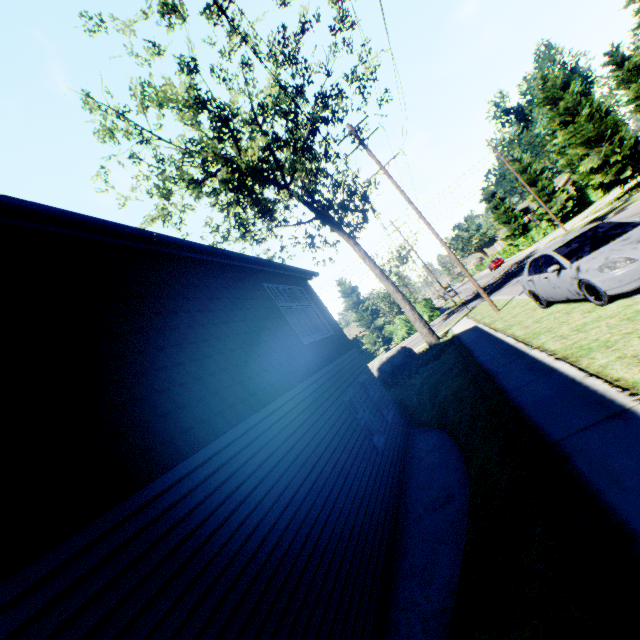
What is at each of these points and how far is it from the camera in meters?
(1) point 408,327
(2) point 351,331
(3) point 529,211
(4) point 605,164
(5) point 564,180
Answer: (1) hedge, 36.6 m
(2) house, 56.0 m
(3) house, 53.0 m
(4) tree, 26.0 m
(5) house, 51.5 m

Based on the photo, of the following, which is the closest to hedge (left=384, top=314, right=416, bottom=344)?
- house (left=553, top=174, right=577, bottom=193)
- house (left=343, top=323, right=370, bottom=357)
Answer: house (left=343, top=323, right=370, bottom=357)

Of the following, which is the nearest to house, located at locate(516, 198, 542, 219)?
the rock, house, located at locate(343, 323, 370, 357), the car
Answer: house, located at locate(343, 323, 370, 357)

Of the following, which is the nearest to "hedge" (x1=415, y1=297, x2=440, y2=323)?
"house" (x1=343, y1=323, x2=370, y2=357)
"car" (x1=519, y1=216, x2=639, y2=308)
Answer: "house" (x1=343, y1=323, x2=370, y2=357)

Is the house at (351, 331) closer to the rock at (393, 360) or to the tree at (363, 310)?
the tree at (363, 310)

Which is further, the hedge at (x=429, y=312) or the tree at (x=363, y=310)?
the hedge at (x=429, y=312)

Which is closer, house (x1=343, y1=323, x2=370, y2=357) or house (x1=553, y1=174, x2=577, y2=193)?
house (x1=553, y1=174, x2=577, y2=193)

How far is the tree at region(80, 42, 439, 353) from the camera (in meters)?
15.66
